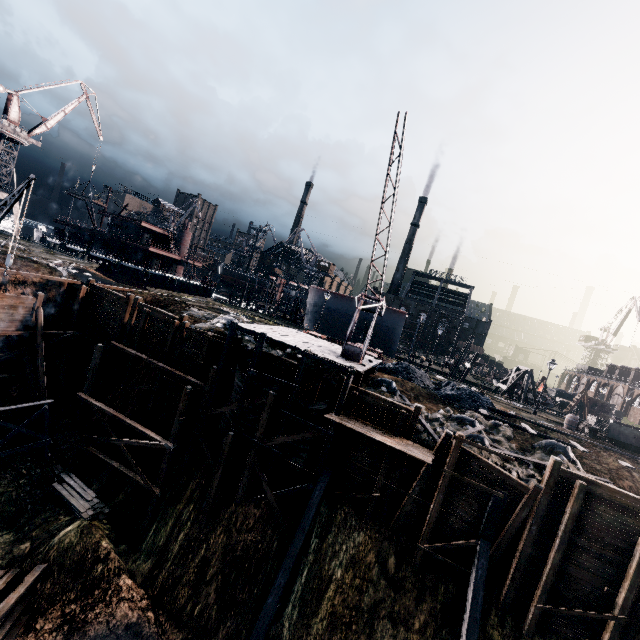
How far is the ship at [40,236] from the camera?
49.56m

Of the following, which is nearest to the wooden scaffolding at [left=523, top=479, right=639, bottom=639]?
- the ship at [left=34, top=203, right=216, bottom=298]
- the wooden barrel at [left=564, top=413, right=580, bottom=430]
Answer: the wooden barrel at [left=564, top=413, right=580, bottom=430]

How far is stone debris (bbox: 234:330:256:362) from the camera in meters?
23.4

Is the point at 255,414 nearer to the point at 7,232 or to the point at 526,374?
the point at 526,374

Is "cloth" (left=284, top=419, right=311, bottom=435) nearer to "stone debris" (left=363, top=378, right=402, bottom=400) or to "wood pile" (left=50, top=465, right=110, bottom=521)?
"stone debris" (left=363, top=378, right=402, bottom=400)

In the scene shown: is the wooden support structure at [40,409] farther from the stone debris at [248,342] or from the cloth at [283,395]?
the cloth at [283,395]

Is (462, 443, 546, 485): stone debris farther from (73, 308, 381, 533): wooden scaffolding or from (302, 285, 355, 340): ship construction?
(302, 285, 355, 340): ship construction

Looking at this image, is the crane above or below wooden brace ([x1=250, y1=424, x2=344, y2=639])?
above
